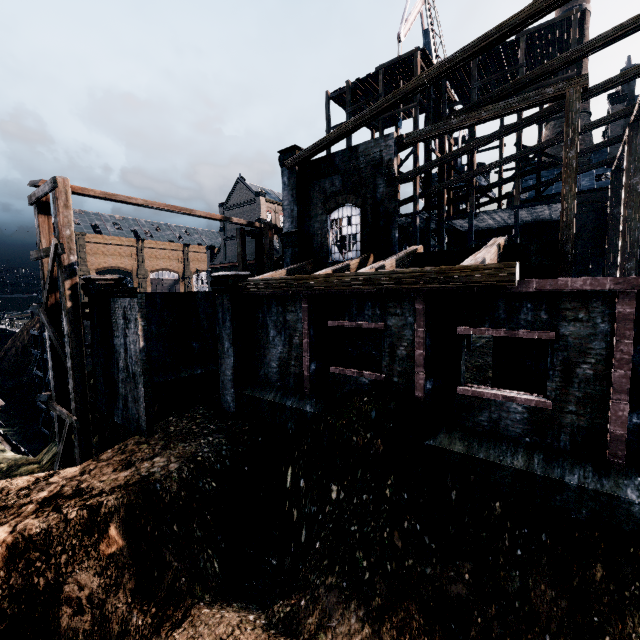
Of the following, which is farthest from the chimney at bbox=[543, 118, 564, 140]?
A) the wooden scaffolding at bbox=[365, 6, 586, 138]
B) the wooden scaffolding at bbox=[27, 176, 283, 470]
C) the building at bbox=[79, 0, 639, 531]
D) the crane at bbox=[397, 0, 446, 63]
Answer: the wooden scaffolding at bbox=[27, 176, 283, 470]

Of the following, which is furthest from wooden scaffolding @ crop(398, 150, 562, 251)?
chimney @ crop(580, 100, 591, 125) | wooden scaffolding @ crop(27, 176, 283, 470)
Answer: chimney @ crop(580, 100, 591, 125)

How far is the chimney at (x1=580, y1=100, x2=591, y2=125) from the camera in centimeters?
3934cm

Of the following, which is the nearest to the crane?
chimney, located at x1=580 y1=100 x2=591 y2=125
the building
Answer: the building

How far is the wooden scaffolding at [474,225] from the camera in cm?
2334

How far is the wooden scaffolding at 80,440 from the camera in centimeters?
1428cm

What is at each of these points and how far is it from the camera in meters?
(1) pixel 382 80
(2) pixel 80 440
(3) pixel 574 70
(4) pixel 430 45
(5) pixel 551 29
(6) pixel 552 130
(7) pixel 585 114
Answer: (1) wooden scaffolding, 25.5 m
(2) wooden scaffolding, 14.9 m
(3) wooden scaffolding, 20.9 m
(4) crane, 31.4 m
(5) wooden scaffolding, 22.1 m
(6) chimney, 41.1 m
(7) chimney, 39.5 m

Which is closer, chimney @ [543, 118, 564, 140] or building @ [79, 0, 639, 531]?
building @ [79, 0, 639, 531]
